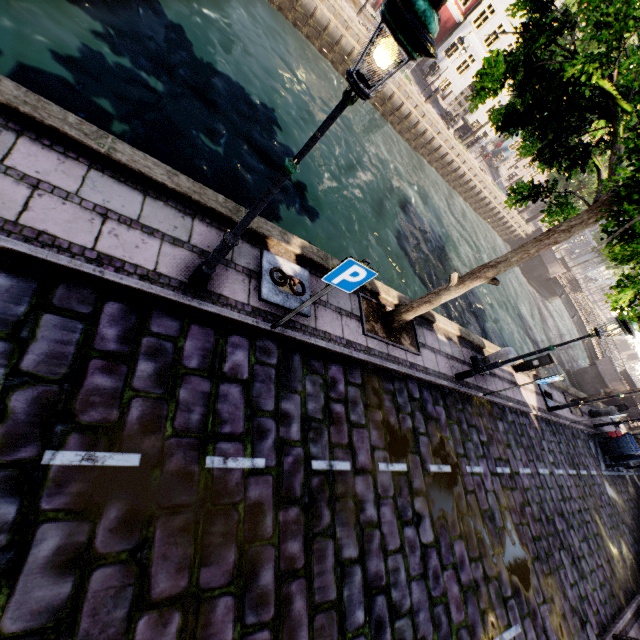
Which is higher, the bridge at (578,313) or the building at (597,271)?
the building at (597,271)

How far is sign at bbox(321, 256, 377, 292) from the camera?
3.62m

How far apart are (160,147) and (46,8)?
3.9m

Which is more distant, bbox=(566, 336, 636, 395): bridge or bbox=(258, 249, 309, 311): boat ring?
bbox=(566, 336, 636, 395): bridge

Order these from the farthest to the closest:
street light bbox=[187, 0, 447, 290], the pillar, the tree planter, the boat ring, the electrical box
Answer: the electrical box
the pillar
the tree planter
the boat ring
street light bbox=[187, 0, 447, 290]

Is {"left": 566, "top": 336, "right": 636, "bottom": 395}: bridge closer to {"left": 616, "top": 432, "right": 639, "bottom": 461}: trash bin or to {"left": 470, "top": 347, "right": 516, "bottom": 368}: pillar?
{"left": 616, "top": 432, "right": 639, "bottom": 461}: trash bin

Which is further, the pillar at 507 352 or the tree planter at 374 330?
the pillar at 507 352

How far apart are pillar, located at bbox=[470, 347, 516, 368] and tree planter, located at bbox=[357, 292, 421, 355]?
2.8m
